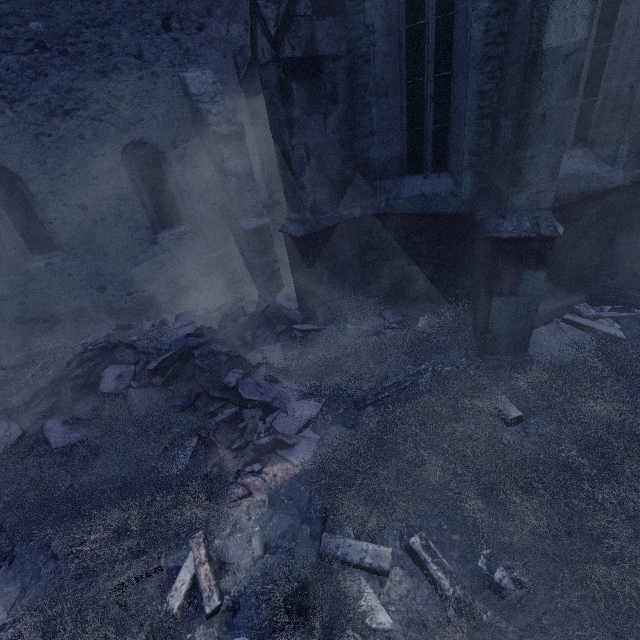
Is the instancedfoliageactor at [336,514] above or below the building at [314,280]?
below

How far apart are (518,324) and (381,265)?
2.5m

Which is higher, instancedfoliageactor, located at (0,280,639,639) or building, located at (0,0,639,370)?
building, located at (0,0,639,370)

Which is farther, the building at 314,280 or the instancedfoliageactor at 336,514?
the building at 314,280

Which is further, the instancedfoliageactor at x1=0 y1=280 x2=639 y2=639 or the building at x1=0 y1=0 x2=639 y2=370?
the building at x1=0 y1=0 x2=639 y2=370
